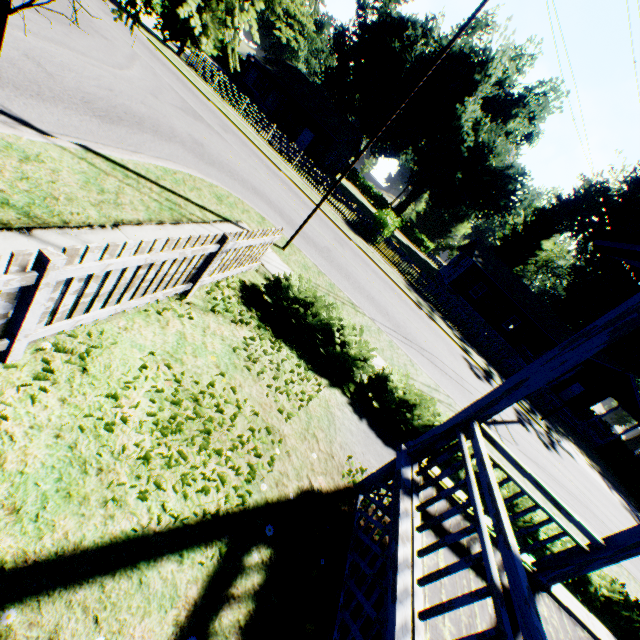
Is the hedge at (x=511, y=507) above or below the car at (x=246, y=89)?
below

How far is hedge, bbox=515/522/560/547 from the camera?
6.6m

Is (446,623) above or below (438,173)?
below

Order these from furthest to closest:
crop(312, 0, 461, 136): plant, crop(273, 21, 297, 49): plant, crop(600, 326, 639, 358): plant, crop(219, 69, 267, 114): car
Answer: crop(600, 326, 639, 358): plant
crop(312, 0, 461, 136): plant
crop(219, 69, 267, 114): car
crop(273, 21, 297, 49): plant

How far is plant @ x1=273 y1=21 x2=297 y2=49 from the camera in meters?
3.9

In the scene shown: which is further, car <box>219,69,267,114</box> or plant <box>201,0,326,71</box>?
car <box>219,69,267,114</box>

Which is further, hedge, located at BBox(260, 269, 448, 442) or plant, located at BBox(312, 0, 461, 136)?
plant, located at BBox(312, 0, 461, 136)

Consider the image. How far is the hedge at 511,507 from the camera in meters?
6.7
